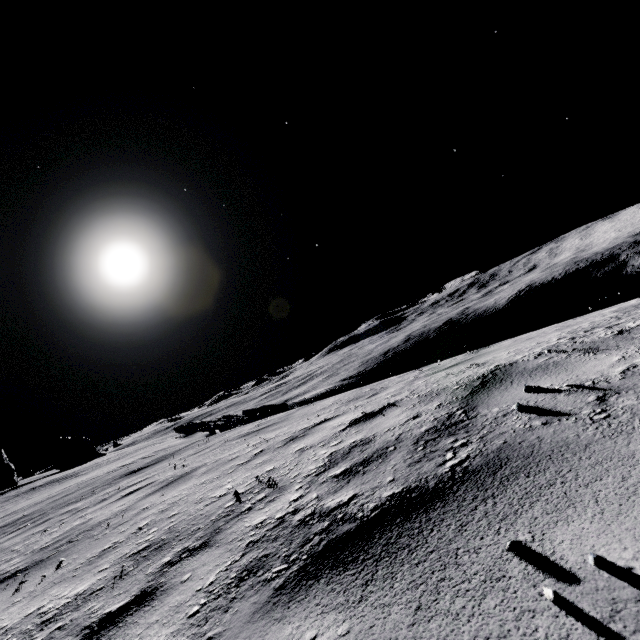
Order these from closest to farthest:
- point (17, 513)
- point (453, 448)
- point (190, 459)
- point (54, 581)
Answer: point (453, 448), point (54, 581), point (190, 459), point (17, 513)

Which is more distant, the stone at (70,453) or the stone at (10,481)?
the stone at (70,453)

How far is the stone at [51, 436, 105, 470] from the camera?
54.6 meters

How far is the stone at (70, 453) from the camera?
54.6 meters

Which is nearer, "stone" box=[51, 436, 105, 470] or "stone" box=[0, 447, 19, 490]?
"stone" box=[0, 447, 19, 490]
